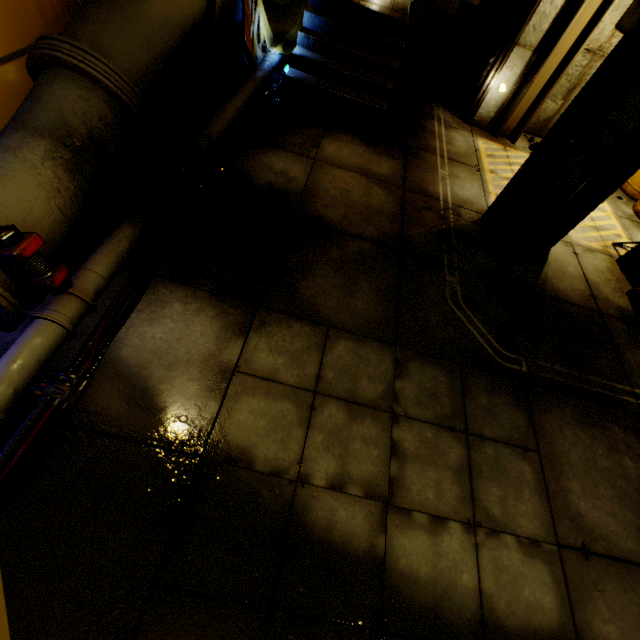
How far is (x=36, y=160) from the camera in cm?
253

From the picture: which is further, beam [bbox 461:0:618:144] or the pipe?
beam [bbox 461:0:618:144]

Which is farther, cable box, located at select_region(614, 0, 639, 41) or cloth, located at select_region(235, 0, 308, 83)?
cloth, located at select_region(235, 0, 308, 83)

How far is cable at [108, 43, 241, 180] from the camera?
4.06m

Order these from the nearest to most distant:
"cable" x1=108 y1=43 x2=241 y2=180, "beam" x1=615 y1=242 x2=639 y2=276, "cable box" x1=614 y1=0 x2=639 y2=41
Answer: "cable box" x1=614 y1=0 x2=639 y2=41
"cable" x1=108 y1=43 x2=241 y2=180
"beam" x1=615 y1=242 x2=639 y2=276

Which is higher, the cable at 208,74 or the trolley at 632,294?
the trolley at 632,294

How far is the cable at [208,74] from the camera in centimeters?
406cm

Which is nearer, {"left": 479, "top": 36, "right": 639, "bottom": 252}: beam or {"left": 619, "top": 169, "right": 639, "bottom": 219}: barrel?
{"left": 479, "top": 36, "right": 639, "bottom": 252}: beam
